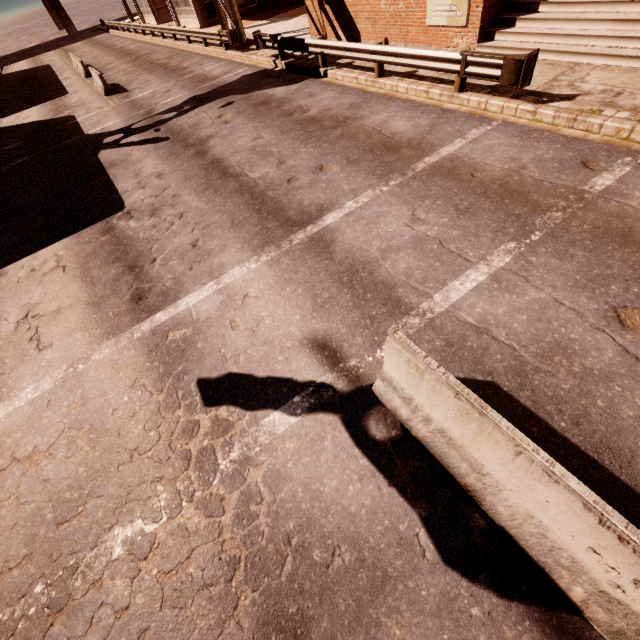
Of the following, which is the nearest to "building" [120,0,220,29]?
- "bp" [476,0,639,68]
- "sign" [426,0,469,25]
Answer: "sign" [426,0,469,25]

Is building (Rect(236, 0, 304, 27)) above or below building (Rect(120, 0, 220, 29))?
below

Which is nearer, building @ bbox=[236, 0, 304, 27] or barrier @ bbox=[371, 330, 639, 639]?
barrier @ bbox=[371, 330, 639, 639]

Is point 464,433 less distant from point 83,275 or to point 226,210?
point 226,210

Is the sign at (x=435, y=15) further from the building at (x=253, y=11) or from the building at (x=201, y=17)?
the building at (x=201, y=17)

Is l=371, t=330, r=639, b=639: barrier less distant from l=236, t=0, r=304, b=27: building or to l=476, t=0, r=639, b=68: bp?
l=476, t=0, r=639, b=68: bp

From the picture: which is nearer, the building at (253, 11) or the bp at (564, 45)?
the bp at (564, 45)

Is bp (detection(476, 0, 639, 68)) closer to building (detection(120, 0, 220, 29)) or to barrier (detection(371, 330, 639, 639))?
barrier (detection(371, 330, 639, 639))
